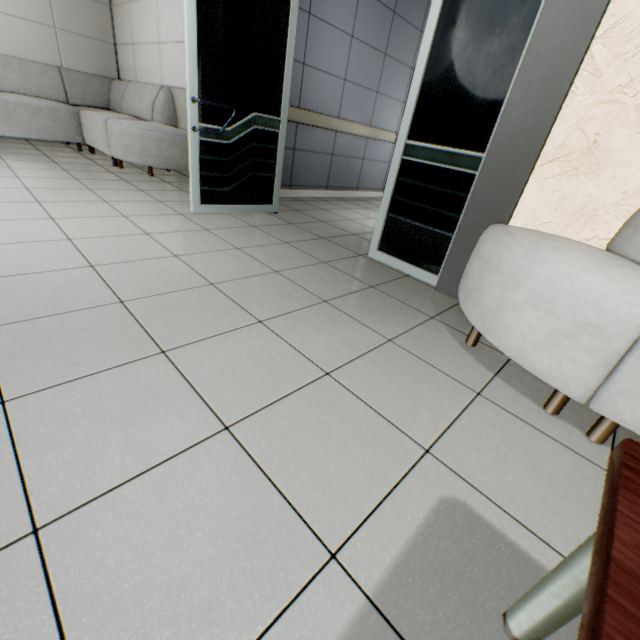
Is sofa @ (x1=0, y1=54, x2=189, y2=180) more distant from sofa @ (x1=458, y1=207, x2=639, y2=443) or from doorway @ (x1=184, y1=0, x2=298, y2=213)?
sofa @ (x1=458, y1=207, x2=639, y2=443)

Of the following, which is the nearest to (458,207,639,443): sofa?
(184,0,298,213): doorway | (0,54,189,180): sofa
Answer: (184,0,298,213): doorway

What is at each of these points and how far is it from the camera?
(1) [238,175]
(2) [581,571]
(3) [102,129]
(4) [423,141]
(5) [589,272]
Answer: (1) doorway, 3.3 meters
(2) table, 0.6 meters
(3) sofa, 4.4 meters
(4) doorway, 2.4 meters
(5) sofa, 1.3 meters

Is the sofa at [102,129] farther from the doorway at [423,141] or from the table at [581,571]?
the table at [581,571]

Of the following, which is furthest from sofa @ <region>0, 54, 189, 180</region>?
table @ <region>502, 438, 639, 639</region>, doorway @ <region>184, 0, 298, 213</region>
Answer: table @ <region>502, 438, 639, 639</region>

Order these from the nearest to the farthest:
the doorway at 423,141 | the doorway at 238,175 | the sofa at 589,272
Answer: the sofa at 589,272, the doorway at 423,141, the doorway at 238,175

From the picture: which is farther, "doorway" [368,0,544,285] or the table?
"doorway" [368,0,544,285]

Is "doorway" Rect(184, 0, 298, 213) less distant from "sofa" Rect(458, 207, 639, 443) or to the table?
"sofa" Rect(458, 207, 639, 443)
